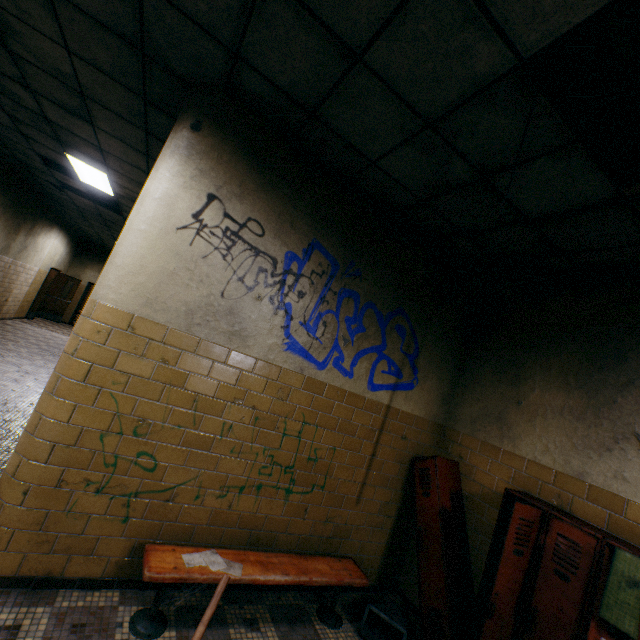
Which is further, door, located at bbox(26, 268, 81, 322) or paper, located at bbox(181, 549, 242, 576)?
door, located at bbox(26, 268, 81, 322)

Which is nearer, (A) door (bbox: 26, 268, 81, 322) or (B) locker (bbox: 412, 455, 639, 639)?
(B) locker (bbox: 412, 455, 639, 639)

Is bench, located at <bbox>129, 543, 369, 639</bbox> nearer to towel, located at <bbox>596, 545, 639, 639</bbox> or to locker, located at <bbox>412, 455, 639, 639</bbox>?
locker, located at <bbox>412, 455, 639, 639</bbox>

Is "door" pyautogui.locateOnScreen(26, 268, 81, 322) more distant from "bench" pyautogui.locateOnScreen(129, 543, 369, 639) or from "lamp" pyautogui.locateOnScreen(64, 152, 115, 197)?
"bench" pyautogui.locateOnScreen(129, 543, 369, 639)

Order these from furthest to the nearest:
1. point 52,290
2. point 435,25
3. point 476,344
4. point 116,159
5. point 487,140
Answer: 1. point 52,290
2. point 116,159
3. point 476,344
4. point 487,140
5. point 435,25

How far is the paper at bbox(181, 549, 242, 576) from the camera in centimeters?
238cm

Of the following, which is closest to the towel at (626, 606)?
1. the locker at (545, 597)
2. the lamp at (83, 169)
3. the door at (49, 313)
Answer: the locker at (545, 597)

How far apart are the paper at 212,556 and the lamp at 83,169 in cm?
608
